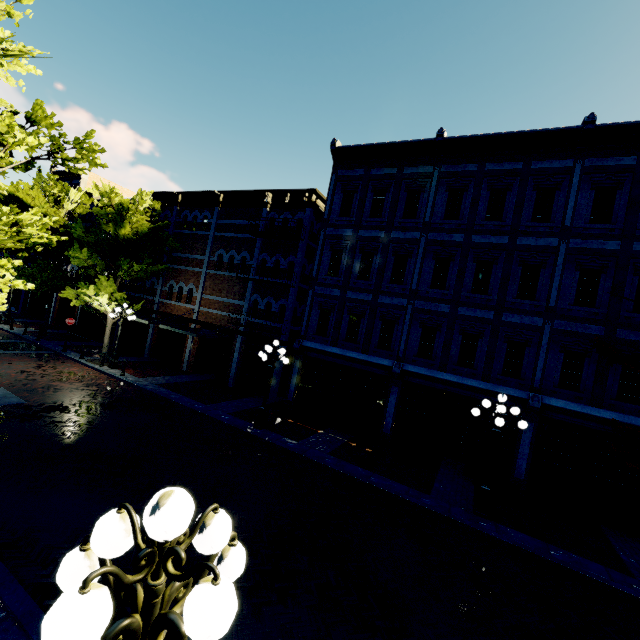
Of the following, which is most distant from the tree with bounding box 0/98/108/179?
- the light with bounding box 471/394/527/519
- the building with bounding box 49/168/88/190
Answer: the light with bounding box 471/394/527/519

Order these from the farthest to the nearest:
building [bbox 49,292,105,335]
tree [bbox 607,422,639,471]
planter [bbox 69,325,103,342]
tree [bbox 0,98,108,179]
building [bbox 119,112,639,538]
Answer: building [bbox 49,292,105,335] → planter [bbox 69,325,103,342] → building [bbox 119,112,639,538] → tree [bbox 607,422,639,471] → tree [bbox 0,98,108,179]

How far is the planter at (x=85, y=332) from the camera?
24.3 meters

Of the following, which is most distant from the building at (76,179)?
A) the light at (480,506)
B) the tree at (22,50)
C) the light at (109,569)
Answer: the light at (109,569)

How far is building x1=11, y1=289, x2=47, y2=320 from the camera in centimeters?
3034cm

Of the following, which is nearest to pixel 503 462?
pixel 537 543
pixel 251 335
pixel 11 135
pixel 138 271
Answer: pixel 537 543

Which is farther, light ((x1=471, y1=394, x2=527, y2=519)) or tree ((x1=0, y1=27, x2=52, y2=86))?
light ((x1=471, y1=394, x2=527, y2=519))
